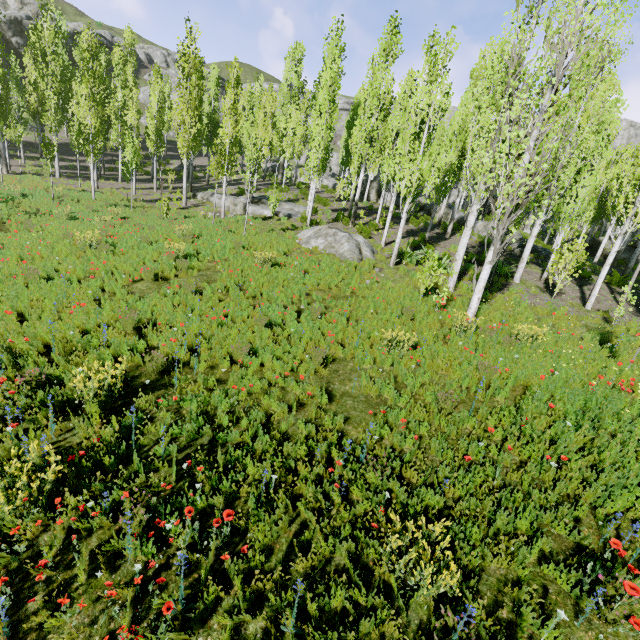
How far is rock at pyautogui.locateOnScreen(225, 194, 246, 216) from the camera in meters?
22.2

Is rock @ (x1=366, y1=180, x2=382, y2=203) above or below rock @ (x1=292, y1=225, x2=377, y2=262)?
above

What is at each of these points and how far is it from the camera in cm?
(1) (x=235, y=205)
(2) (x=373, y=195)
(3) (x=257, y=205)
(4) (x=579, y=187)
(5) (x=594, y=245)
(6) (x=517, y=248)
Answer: (1) rock, 2261
(2) rock, 3219
(3) rock, 2211
(4) instancedfoliageactor, 1278
(5) rock, 2608
(6) rock, 1983

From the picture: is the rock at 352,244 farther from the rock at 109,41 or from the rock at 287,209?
the rock at 109,41

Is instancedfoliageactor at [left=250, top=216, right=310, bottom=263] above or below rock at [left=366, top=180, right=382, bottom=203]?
below

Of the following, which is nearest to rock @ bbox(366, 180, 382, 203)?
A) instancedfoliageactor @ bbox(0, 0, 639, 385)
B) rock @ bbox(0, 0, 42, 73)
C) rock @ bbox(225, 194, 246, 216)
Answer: instancedfoliageactor @ bbox(0, 0, 639, 385)

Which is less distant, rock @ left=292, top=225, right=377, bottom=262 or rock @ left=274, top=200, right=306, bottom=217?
rock @ left=292, top=225, right=377, bottom=262

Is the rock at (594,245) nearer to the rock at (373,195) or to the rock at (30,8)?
the rock at (373,195)
